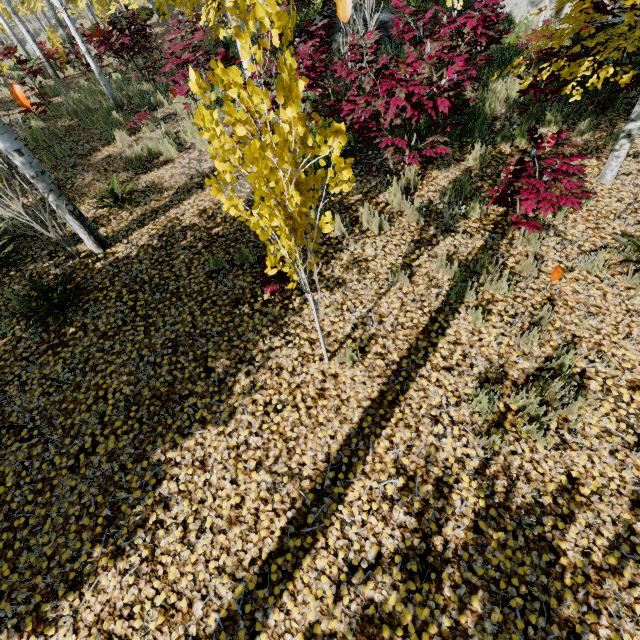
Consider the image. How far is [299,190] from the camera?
2.00m

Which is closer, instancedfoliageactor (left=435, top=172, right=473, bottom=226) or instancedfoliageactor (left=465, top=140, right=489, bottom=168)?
instancedfoliageactor (left=435, top=172, right=473, bottom=226)

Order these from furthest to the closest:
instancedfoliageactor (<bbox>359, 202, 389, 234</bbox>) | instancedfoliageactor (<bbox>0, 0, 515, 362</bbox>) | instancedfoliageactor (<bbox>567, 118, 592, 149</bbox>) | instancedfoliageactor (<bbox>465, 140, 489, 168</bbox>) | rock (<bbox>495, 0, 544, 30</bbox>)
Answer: rock (<bbox>495, 0, 544, 30</bbox>)
instancedfoliageactor (<bbox>465, 140, 489, 168</bbox>)
instancedfoliageactor (<bbox>359, 202, 389, 234</bbox>)
instancedfoliageactor (<bbox>567, 118, 592, 149</bbox>)
instancedfoliageactor (<bbox>0, 0, 515, 362</bbox>)

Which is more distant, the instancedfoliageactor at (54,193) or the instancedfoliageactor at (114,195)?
the instancedfoliageactor at (114,195)

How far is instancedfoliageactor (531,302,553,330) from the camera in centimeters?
361cm

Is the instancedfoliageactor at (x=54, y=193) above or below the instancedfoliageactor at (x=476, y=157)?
above
